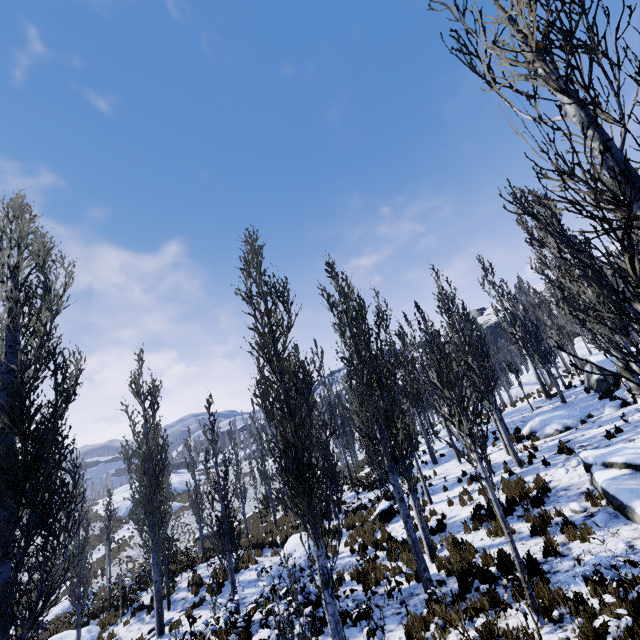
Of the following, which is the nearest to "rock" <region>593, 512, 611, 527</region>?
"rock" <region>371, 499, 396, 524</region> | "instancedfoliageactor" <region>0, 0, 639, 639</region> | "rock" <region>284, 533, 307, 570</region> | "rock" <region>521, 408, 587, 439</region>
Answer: "instancedfoliageactor" <region>0, 0, 639, 639</region>

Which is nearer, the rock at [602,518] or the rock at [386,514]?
the rock at [602,518]

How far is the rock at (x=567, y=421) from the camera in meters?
15.4

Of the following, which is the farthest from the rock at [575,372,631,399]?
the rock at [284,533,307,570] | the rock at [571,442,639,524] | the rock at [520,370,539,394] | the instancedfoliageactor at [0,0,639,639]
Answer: the rock at [284,533,307,570]

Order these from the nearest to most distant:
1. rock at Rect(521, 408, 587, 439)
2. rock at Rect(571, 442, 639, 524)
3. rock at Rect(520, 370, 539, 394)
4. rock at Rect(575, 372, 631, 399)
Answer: rock at Rect(571, 442, 639, 524), rock at Rect(521, 408, 587, 439), rock at Rect(575, 372, 631, 399), rock at Rect(520, 370, 539, 394)

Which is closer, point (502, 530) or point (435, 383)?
point (435, 383)

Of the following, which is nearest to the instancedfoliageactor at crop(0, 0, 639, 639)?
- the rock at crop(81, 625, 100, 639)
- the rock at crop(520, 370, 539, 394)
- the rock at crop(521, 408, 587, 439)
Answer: the rock at crop(520, 370, 539, 394)

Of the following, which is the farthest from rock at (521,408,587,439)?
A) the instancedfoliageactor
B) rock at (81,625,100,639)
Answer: rock at (81,625,100,639)
